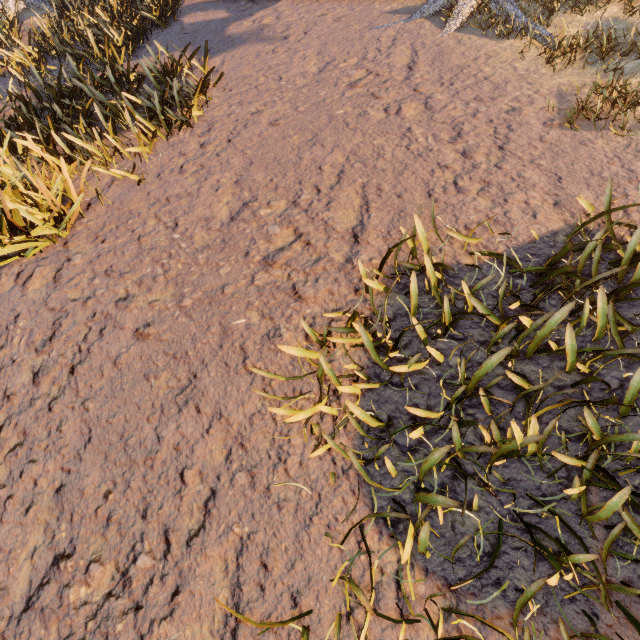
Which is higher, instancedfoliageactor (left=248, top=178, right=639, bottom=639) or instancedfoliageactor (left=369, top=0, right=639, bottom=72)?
instancedfoliageactor (left=369, top=0, right=639, bottom=72)

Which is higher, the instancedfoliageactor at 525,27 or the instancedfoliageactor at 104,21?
the instancedfoliageactor at 525,27

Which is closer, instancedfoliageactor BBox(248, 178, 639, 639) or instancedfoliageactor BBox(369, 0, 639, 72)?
instancedfoliageactor BBox(248, 178, 639, 639)

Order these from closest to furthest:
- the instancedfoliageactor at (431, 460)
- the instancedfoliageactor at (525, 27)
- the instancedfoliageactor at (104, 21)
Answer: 1. the instancedfoliageactor at (431, 460)
2. the instancedfoliageactor at (104, 21)
3. the instancedfoliageactor at (525, 27)

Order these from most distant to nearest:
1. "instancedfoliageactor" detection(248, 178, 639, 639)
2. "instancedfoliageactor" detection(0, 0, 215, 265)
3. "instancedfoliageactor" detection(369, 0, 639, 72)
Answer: "instancedfoliageactor" detection(369, 0, 639, 72)
"instancedfoliageactor" detection(0, 0, 215, 265)
"instancedfoliageactor" detection(248, 178, 639, 639)

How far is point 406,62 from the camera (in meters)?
7.10
